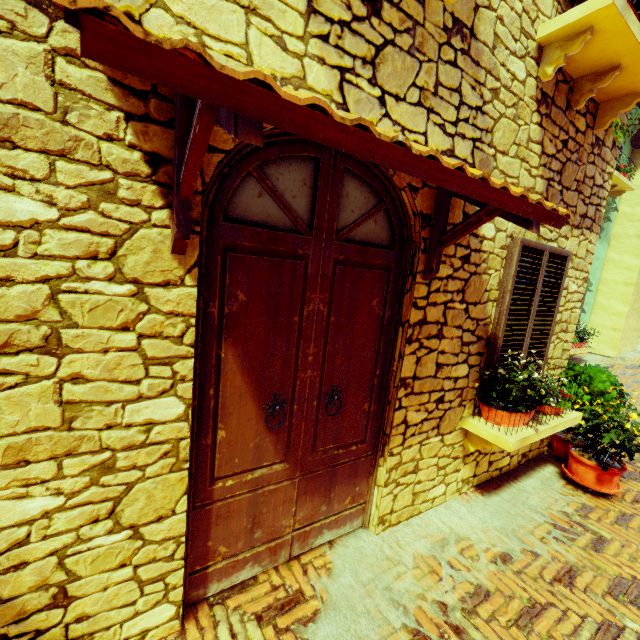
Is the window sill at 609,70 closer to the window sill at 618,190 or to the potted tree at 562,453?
the potted tree at 562,453

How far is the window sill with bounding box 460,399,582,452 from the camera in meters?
2.8 m

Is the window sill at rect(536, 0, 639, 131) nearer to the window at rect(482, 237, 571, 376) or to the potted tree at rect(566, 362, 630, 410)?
the window at rect(482, 237, 571, 376)

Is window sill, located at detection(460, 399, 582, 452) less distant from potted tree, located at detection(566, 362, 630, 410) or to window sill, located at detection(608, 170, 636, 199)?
potted tree, located at detection(566, 362, 630, 410)

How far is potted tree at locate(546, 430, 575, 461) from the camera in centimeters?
428cm

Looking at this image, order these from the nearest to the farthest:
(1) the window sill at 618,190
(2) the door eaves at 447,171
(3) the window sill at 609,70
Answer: (2) the door eaves at 447,171 → (3) the window sill at 609,70 → (1) the window sill at 618,190

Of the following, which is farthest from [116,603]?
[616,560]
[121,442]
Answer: [616,560]

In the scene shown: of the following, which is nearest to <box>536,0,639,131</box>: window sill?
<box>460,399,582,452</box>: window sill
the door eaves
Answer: the door eaves
